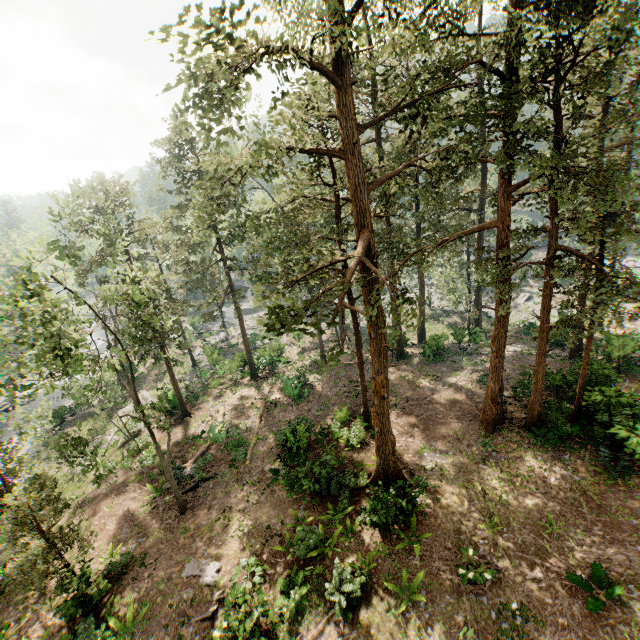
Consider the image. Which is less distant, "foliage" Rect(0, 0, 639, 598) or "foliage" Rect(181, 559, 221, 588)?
"foliage" Rect(0, 0, 639, 598)

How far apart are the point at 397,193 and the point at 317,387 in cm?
1728

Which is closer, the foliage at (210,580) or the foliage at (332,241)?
the foliage at (332,241)

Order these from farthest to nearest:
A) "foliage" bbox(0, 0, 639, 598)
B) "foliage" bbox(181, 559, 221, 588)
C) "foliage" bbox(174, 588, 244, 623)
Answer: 1. "foliage" bbox(181, 559, 221, 588)
2. "foliage" bbox(174, 588, 244, 623)
3. "foliage" bbox(0, 0, 639, 598)

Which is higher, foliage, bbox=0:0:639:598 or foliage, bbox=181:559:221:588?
foliage, bbox=0:0:639:598
